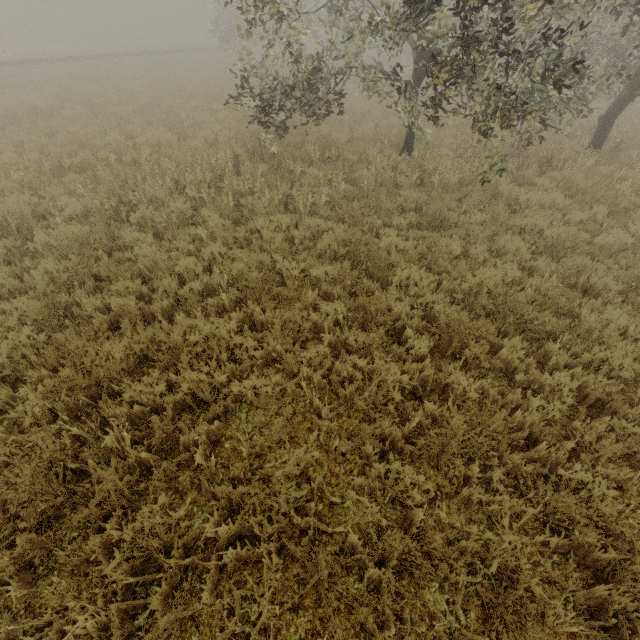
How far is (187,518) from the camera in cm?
314
